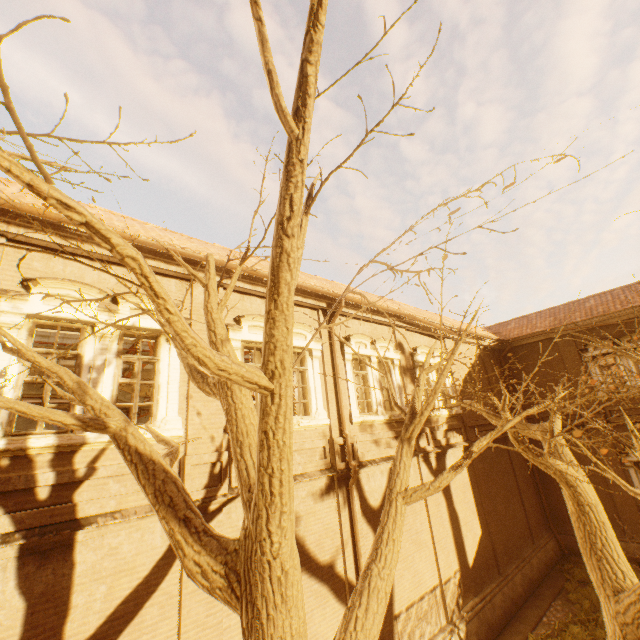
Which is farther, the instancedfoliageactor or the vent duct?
the vent duct

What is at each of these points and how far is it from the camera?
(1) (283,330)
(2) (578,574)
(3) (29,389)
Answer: (1) tree, 2.2 meters
(2) instancedfoliageactor, 13.6 meters
(3) vent duct, 13.9 meters

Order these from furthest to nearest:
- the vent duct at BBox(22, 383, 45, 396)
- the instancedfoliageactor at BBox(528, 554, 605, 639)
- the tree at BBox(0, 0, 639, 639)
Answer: the vent duct at BBox(22, 383, 45, 396) < the instancedfoliageactor at BBox(528, 554, 605, 639) < the tree at BBox(0, 0, 639, 639)

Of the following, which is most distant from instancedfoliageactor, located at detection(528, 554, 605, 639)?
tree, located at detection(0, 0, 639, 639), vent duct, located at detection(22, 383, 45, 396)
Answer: vent duct, located at detection(22, 383, 45, 396)

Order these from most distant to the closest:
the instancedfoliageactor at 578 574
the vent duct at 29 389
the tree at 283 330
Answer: the vent duct at 29 389
the instancedfoliageactor at 578 574
the tree at 283 330

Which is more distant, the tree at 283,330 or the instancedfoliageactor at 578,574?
the instancedfoliageactor at 578,574

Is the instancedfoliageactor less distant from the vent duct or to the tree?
the tree
